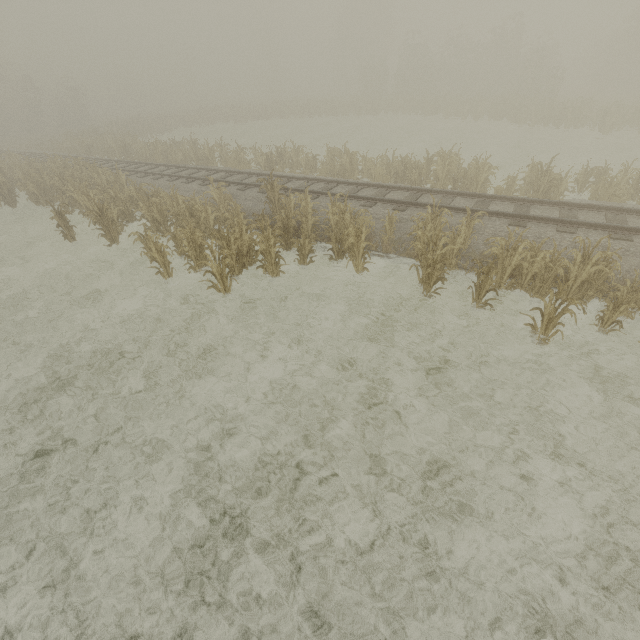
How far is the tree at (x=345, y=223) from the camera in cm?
879

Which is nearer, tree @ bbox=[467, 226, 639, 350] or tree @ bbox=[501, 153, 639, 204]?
tree @ bbox=[467, 226, 639, 350]

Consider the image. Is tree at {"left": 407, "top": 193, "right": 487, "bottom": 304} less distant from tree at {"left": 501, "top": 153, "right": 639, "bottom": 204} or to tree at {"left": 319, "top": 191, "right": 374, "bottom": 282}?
tree at {"left": 319, "top": 191, "right": 374, "bottom": 282}

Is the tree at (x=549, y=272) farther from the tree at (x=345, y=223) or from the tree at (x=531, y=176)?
the tree at (x=531, y=176)

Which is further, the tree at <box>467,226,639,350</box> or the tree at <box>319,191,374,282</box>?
the tree at <box>319,191,374,282</box>

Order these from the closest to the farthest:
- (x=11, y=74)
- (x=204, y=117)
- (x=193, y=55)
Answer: (x=11, y=74), (x=204, y=117), (x=193, y=55)
